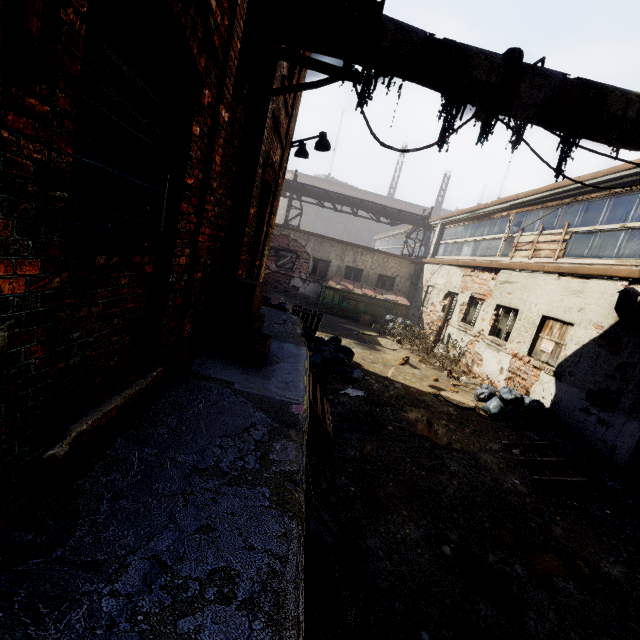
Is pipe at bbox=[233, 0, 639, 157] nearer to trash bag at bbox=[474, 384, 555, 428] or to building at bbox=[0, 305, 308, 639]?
building at bbox=[0, 305, 308, 639]

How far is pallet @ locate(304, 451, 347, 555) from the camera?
2.8 meters

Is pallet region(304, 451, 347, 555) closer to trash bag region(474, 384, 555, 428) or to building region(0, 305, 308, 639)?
building region(0, 305, 308, 639)

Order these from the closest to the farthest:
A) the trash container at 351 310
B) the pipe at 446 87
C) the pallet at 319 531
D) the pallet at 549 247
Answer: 1. the pallet at 319 531
2. the pipe at 446 87
3. the pallet at 549 247
4. the trash container at 351 310

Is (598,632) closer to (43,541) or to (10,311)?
(43,541)

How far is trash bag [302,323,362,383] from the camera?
7.7m

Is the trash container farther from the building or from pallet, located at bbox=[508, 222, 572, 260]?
the building

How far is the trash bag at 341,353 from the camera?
7.7 meters
